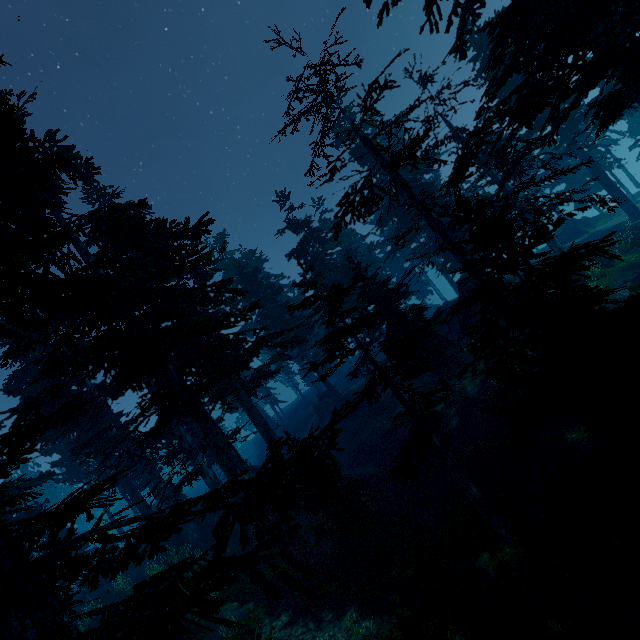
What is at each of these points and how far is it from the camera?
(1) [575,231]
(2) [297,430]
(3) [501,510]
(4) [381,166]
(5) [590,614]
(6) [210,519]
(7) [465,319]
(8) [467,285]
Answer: (1) rock, 35.1 meters
(2) rock, 38.5 meters
(3) rock, 11.0 meters
(4) instancedfoliageactor, 15.5 meters
(5) tree trunk, 6.5 meters
(6) rock, 24.1 meters
(7) rock, 22.6 meters
(8) rock, 22.9 meters

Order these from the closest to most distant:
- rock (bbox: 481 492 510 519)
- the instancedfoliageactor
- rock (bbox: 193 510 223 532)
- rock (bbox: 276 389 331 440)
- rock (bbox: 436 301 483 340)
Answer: the instancedfoliageactor, rock (bbox: 481 492 510 519), rock (bbox: 436 301 483 340), rock (bbox: 193 510 223 532), rock (bbox: 276 389 331 440)

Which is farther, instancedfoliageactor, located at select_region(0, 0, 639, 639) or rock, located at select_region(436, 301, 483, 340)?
rock, located at select_region(436, 301, 483, 340)

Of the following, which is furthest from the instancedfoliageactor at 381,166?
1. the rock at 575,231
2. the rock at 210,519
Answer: the rock at 575,231

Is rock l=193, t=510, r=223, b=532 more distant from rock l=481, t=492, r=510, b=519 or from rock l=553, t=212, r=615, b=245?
rock l=553, t=212, r=615, b=245

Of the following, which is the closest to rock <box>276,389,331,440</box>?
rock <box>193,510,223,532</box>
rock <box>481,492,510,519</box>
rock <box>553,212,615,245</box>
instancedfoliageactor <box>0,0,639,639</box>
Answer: instancedfoliageactor <box>0,0,639,639</box>

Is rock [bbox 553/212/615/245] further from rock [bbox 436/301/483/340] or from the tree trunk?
the tree trunk

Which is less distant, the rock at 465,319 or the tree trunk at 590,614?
the tree trunk at 590,614
